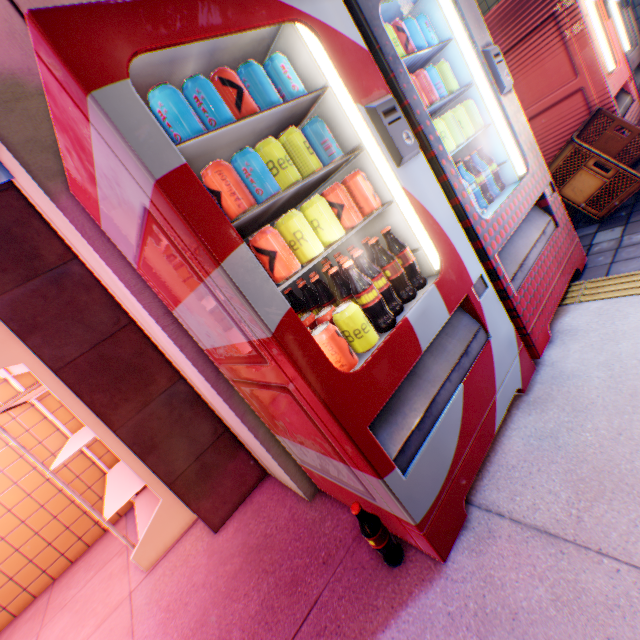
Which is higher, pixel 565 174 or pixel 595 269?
pixel 565 174

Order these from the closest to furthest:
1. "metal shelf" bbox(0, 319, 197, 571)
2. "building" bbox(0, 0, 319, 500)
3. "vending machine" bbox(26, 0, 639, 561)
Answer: "vending machine" bbox(26, 0, 639, 561), "building" bbox(0, 0, 319, 500), "metal shelf" bbox(0, 319, 197, 571)

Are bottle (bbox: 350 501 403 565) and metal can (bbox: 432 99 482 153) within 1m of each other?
no

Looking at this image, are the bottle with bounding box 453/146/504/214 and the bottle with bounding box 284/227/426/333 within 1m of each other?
yes

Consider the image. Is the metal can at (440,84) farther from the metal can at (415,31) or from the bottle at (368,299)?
the bottle at (368,299)

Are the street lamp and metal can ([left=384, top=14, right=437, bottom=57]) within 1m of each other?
yes

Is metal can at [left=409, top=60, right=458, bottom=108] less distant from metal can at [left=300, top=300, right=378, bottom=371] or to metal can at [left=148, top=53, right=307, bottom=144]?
metal can at [left=148, top=53, right=307, bottom=144]

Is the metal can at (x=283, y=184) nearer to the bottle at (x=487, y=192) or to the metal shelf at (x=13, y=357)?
the bottle at (x=487, y=192)
